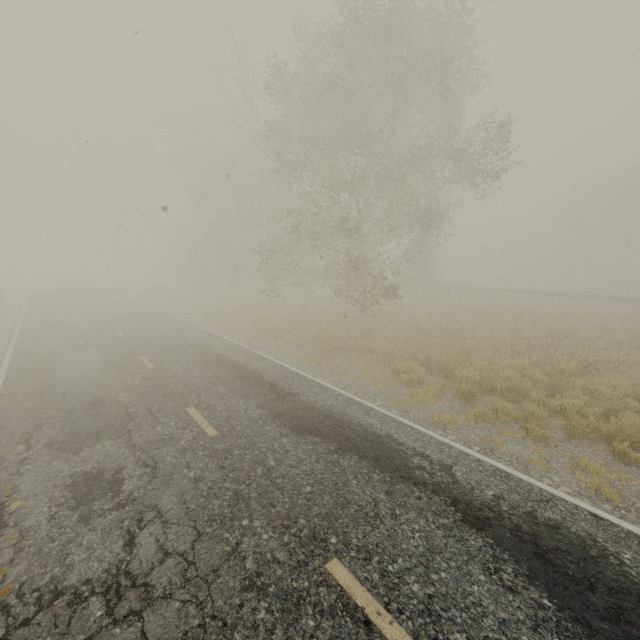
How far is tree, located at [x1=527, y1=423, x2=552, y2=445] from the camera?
6.6m

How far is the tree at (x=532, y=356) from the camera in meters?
10.1

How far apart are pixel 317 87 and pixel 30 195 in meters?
23.9 m

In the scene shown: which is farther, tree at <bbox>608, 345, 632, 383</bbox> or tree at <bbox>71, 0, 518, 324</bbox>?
tree at <bbox>71, 0, 518, 324</bbox>

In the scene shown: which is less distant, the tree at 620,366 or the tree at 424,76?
the tree at 620,366

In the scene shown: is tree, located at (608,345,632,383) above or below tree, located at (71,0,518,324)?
below
